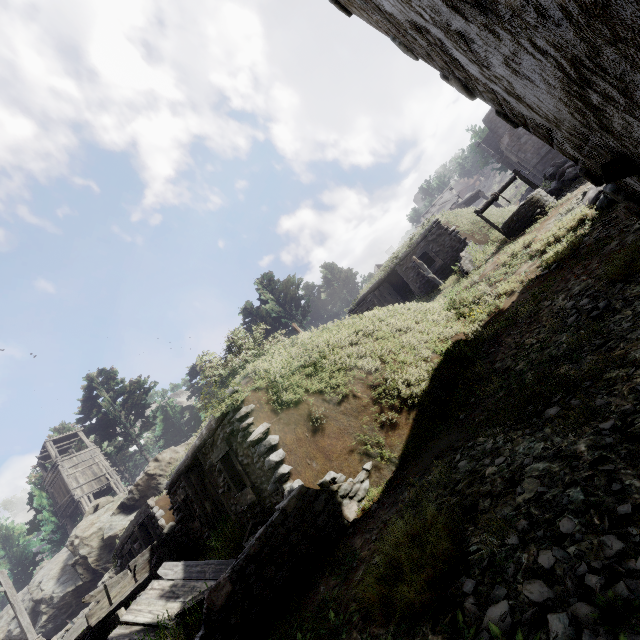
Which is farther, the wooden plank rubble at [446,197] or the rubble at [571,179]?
the wooden plank rubble at [446,197]

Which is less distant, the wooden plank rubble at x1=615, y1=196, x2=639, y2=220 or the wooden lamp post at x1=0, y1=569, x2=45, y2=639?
the wooden plank rubble at x1=615, y1=196, x2=639, y2=220

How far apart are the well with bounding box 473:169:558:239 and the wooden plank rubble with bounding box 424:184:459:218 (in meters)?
25.02

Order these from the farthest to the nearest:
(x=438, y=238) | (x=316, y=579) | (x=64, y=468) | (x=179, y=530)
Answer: (x=64, y=468) → (x=438, y=238) → (x=179, y=530) → (x=316, y=579)

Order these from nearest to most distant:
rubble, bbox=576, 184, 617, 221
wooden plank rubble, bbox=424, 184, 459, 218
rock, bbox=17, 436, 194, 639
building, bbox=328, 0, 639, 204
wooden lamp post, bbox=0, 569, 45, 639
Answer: building, bbox=328, 0, 639, 204, rubble, bbox=576, 184, 617, 221, wooden lamp post, bbox=0, 569, 45, 639, rock, bbox=17, 436, 194, 639, wooden plank rubble, bbox=424, 184, 459, 218

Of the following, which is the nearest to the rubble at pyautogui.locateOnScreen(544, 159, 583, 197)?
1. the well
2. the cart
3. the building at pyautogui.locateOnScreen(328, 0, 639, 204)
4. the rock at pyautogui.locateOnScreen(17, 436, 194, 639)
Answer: the building at pyautogui.locateOnScreen(328, 0, 639, 204)

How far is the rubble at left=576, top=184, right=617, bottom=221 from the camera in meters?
7.9 m

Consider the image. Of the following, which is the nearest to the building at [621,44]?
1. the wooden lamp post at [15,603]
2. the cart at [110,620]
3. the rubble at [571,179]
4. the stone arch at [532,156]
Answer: the rubble at [571,179]
